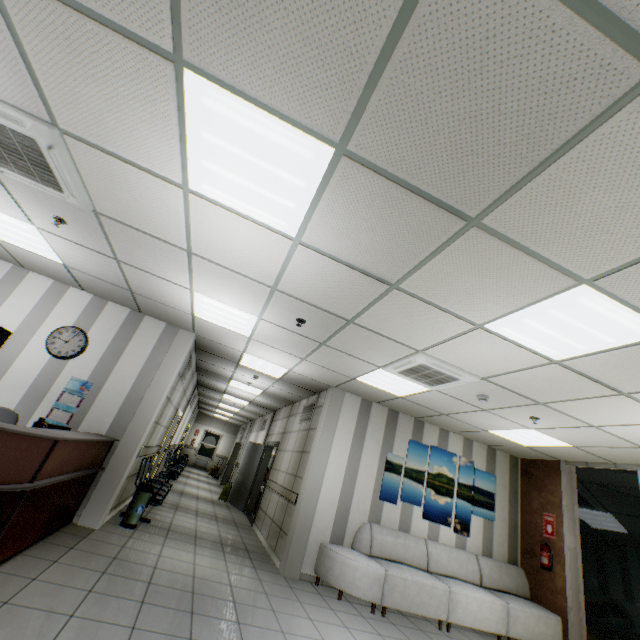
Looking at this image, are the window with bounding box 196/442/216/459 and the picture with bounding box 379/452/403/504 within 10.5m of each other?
no

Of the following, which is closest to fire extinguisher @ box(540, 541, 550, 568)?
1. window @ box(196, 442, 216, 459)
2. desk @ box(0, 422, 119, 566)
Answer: desk @ box(0, 422, 119, 566)

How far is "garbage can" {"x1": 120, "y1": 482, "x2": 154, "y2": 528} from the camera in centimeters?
525cm

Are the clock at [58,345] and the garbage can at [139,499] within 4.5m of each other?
yes

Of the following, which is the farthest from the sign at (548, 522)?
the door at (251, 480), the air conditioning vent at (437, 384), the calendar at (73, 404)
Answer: the calendar at (73, 404)

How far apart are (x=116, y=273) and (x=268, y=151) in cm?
365

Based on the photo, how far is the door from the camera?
9.9m

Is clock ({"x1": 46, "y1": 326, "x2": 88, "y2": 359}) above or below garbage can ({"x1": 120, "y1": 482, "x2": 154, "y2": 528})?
above
